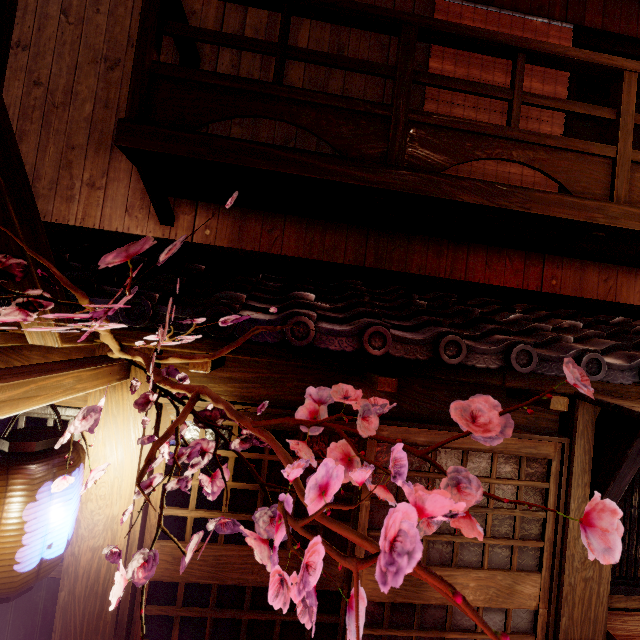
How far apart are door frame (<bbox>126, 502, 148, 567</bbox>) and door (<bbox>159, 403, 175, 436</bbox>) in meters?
0.0

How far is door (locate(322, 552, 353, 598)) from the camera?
4.8m

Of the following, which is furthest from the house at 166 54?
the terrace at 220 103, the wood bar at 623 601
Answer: the wood bar at 623 601

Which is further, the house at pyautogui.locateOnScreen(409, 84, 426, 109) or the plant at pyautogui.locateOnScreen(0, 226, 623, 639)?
the house at pyautogui.locateOnScreen(409, 84, 426, 109)

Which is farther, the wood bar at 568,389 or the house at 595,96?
the house at 595,96

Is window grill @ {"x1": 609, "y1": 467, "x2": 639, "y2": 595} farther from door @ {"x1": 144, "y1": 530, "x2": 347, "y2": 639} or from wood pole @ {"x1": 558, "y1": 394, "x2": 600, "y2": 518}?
door @ {"x1": 144, "y1": 530, "x2": 347, "y2": 639}

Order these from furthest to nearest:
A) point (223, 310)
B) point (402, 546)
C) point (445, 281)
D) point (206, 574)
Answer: point (445, 281) < point (206, 574) < point (223, 310) < point (402, 546)

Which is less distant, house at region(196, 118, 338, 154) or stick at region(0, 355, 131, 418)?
stick at region(0, 355, 131, 418)
